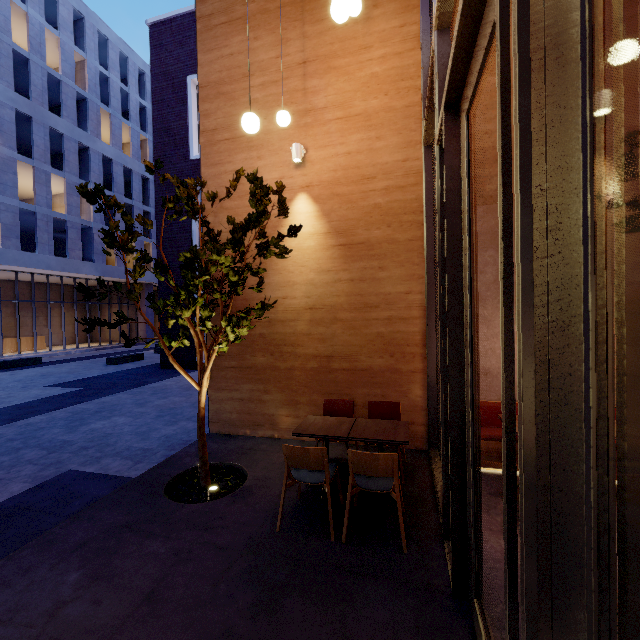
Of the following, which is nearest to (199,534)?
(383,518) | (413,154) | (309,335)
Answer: (383,518)

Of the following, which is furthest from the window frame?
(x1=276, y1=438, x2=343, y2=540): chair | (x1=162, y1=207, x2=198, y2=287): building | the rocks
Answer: (x1=162, y1=207, x2=198, y2=287): building

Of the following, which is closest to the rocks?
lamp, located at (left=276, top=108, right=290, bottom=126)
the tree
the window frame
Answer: the tree

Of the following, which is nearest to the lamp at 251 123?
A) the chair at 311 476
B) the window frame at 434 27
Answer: the window frame at 434 27

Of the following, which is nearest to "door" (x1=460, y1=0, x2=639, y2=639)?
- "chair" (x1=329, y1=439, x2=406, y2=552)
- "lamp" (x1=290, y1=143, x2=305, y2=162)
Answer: "chair" (x1=329, y1=439, x2=406, y2=552)

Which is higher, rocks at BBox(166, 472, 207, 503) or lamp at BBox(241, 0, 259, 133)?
lamp at BBox(241, 0, 259, 133)

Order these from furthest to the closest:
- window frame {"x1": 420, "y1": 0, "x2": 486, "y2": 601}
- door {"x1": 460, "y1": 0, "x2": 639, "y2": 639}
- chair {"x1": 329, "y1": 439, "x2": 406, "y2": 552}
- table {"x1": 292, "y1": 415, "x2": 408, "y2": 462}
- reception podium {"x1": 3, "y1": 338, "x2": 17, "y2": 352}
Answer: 1. reception podium {"x1": 3, "y1": 338, "x2": 17, "y2": 352}
2. table {"x1": 292, "y1": 415, "x2": 408, "y2": 462}
3. chair {"x1": 329, "y1": 439, "x2": 406, "y2": 552}
4. window frame {"x1": 420, "y1": 0, "x2": 486, "y2": 601}
5. door {"x1": 460, "y1": 0, "x2": 639, "y2": 639}

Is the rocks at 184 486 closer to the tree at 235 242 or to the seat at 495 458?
the tree at 235 242
